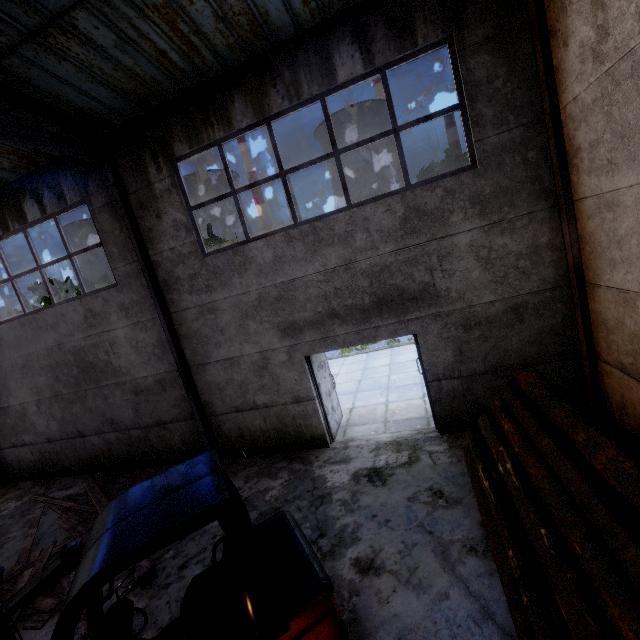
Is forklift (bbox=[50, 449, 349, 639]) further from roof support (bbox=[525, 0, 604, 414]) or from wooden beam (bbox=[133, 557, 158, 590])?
roof support (bbox=[525, 0, 604, 414])

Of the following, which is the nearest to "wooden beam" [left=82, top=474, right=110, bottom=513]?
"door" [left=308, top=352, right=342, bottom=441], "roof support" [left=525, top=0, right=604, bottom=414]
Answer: "door" [left=308, top=352, right=342, bottom=441]

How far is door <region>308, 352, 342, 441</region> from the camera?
7.26m

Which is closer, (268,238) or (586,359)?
(586,359)

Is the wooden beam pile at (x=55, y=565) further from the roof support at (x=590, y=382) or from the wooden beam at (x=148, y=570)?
the roof support at (x=590, y=382)

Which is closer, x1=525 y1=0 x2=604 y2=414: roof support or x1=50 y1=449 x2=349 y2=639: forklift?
x1=50 y1=449 x2=349 y2=639: forklift

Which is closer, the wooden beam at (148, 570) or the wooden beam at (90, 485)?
the wooden beam at (148, 570)
